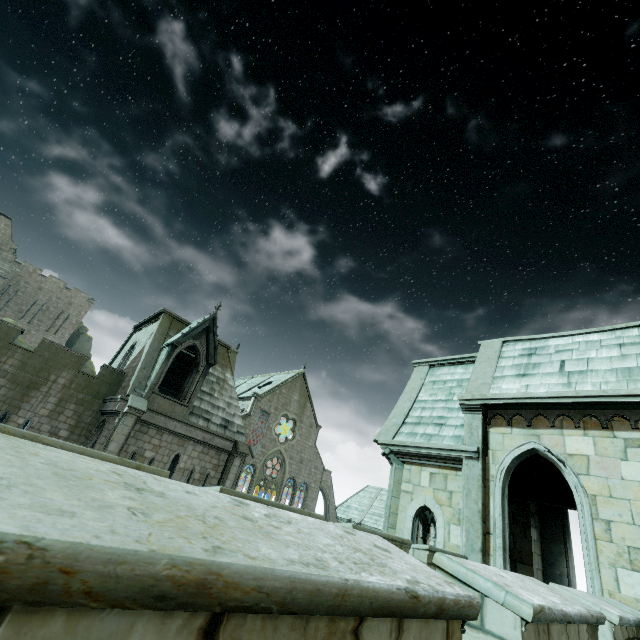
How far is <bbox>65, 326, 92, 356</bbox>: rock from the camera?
54.0m

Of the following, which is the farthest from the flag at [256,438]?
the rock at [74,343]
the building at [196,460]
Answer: the rock at [74,343]

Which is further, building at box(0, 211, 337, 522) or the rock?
the rock

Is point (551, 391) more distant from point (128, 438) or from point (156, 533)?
point (128, 438)

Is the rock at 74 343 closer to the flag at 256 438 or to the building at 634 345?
the building at 634 345

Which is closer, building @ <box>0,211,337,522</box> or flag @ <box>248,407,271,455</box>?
building @ <box>0,211,337,522</box>

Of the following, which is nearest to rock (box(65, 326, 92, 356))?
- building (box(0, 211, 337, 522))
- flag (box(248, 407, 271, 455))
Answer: building (box(0, 211, 337, 522))

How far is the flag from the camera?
37.7 meters
